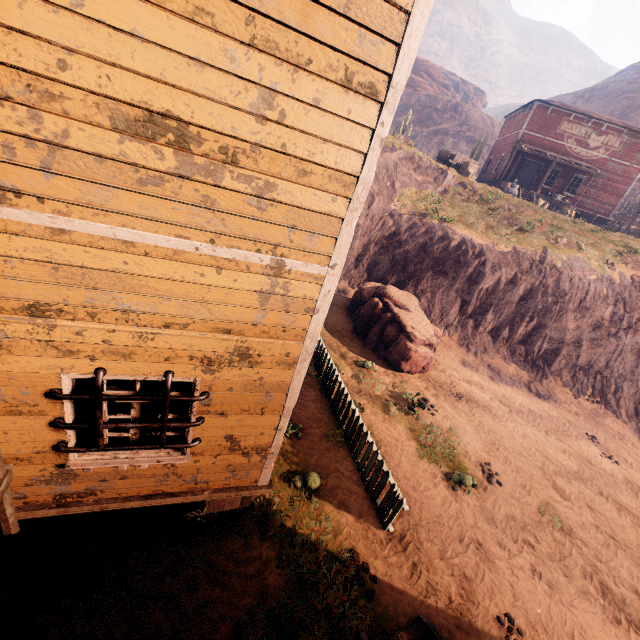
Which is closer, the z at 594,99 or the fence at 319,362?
the fence at 319,362

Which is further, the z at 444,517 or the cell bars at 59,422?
the z at 444,517

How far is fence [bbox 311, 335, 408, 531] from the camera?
6.4 meters

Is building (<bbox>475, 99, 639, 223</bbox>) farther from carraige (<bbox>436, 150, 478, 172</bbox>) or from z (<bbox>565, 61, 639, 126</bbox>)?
carraige (<bbox>436, 150, 478, 172</bbox>)

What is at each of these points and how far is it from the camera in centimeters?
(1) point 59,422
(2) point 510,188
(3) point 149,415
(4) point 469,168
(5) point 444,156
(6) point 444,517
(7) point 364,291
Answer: (1) cell bars, 370cm
(2) barrel, 2533cm
(3) building, 415cm
(4) wooden box, 2472cm
(5) carraige, 2511cm
(6) z, 713cm
(7) instancedfoliageactor, 1456cm

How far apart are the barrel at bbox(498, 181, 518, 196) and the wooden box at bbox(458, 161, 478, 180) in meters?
2.4

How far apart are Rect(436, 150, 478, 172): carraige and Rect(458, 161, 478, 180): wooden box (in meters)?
0.04

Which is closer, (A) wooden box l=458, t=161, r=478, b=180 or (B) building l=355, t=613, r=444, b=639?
(B) building l=355, t=613, r=444, b=639
